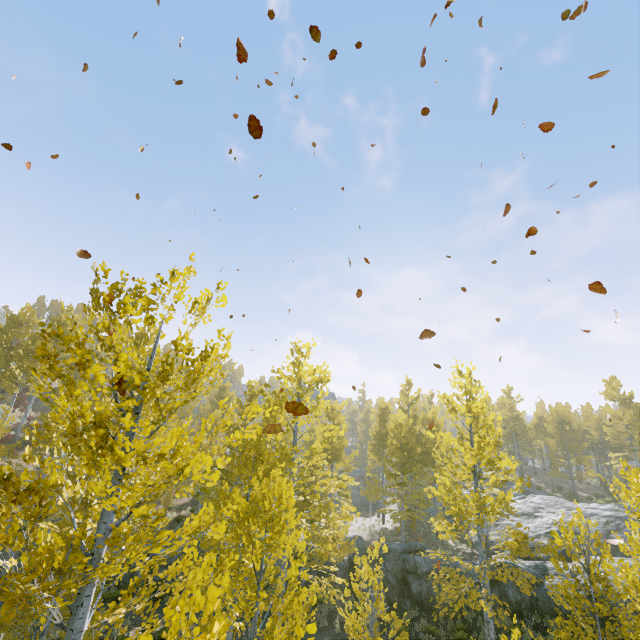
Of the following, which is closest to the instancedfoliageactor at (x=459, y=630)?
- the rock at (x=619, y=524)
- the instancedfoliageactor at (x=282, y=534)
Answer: the rock at (x=619, y=524)

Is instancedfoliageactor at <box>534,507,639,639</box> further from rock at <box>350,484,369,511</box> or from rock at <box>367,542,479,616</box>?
rock at <box>350,484,369,511</box>

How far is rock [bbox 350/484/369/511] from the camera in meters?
31.7

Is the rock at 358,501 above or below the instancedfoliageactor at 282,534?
below

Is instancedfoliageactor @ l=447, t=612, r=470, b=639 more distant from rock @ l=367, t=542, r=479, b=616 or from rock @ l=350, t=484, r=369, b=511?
rock @ l=350, t=484, r=369, b=511

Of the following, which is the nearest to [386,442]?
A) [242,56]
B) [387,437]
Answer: [387,437]

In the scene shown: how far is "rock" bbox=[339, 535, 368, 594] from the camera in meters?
16.0
